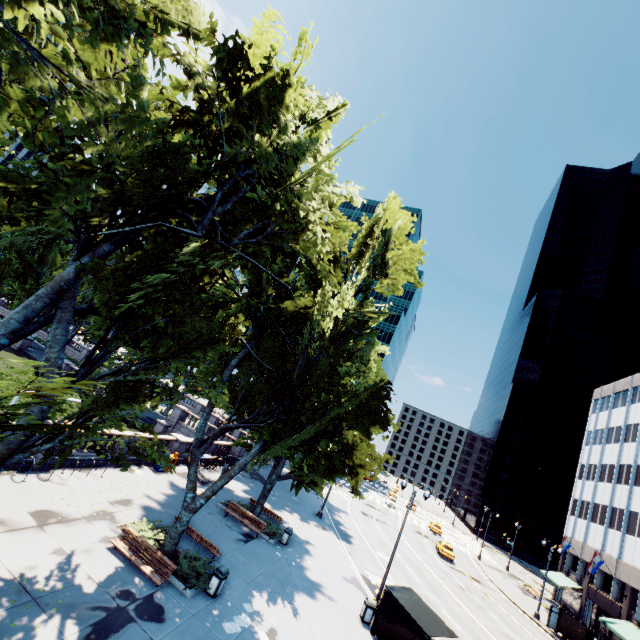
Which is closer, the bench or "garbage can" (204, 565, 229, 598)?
the bench

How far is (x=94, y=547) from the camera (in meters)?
12.83

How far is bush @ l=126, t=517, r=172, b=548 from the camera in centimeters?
1441cm

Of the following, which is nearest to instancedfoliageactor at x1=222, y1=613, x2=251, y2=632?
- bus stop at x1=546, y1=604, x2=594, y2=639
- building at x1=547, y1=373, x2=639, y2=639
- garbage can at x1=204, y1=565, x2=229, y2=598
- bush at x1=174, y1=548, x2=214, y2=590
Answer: garbage can at x1=204, y1=565, x2=229, y2=598

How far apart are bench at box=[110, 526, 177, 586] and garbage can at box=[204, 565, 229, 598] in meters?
1.5 m

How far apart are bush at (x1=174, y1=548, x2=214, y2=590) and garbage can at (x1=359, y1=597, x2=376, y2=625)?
9.3 meters

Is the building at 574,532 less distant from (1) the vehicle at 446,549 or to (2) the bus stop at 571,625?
(2) the bus stop at 571,625

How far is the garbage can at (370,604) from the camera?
16.8 meters
